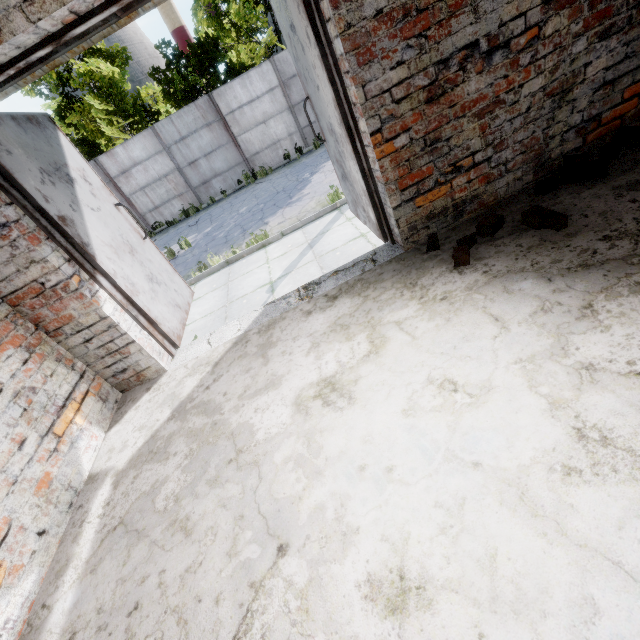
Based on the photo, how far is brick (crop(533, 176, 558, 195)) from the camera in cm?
249

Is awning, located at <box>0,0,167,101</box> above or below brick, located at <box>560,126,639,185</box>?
above

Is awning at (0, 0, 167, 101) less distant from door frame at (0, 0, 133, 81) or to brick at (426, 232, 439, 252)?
door frame at (0, 0, 133, 81)

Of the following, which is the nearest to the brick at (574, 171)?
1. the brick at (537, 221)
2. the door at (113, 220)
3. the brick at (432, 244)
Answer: the brick at (537, 221)

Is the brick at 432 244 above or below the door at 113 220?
below

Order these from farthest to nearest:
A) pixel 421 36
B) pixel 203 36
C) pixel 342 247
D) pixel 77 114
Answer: pixel 203 36 < pixel 77 114 < pixel 342 247 < pixel 421 36

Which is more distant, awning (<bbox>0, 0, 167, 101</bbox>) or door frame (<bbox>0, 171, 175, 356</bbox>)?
awning (<bbox>0, 0, 167, 101</bbox>)

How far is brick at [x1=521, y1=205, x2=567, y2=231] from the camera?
2.13m
